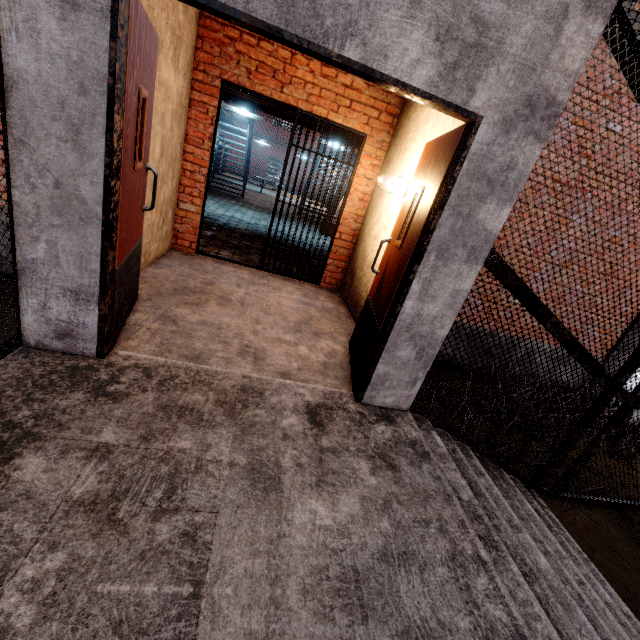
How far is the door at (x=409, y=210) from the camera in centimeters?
231cm

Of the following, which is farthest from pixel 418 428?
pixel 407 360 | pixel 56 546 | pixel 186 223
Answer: pixel 186 223

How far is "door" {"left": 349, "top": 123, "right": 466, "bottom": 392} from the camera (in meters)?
2.31
